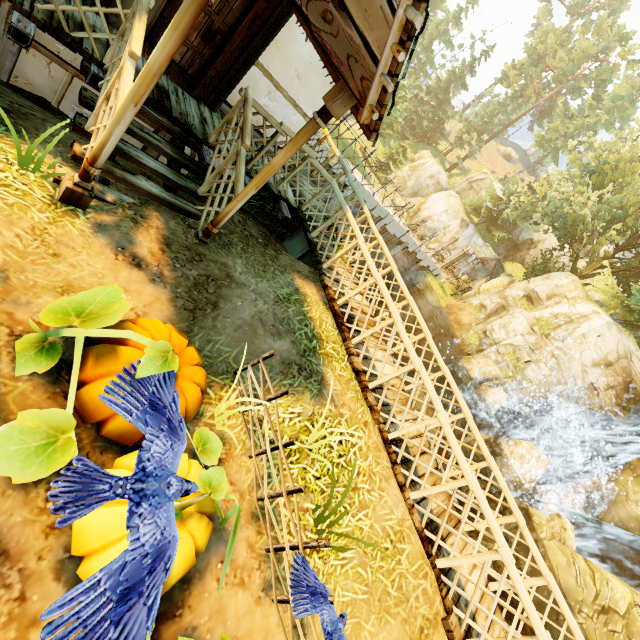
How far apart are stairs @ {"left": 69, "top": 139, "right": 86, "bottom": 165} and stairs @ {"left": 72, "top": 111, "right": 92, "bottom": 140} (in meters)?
0.13

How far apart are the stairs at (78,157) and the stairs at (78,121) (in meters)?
0.13

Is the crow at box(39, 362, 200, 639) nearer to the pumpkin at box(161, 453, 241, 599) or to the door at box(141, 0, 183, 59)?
the pumpkin at box(161, 453, 241, 599)

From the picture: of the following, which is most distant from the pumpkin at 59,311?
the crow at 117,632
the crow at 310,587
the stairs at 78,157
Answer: the stairs at 78,157

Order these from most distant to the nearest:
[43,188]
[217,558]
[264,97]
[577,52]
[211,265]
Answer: [577,52] < [264,97] < [211,265] < [43,188] < [217,558]

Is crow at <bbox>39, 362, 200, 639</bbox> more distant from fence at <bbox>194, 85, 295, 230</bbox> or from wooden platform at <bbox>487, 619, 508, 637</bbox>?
wooden platform at <bbox>487, 619, 508, 637</bbox>
